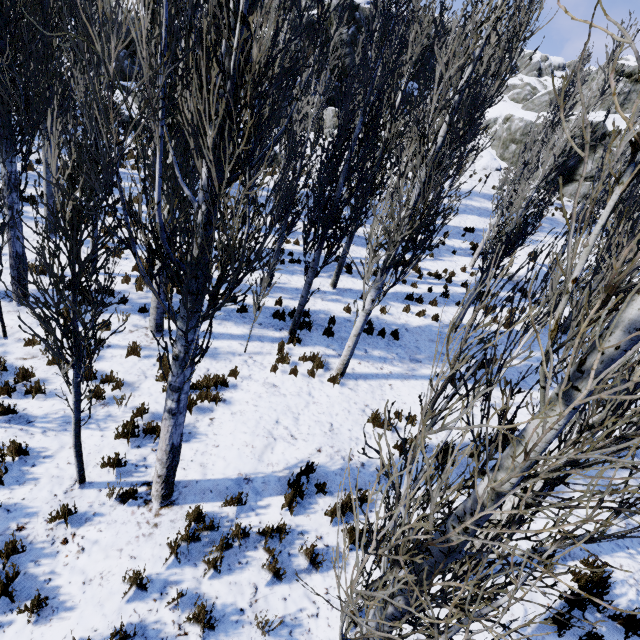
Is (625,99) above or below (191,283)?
above

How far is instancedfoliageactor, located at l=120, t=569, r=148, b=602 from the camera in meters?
3.7 m

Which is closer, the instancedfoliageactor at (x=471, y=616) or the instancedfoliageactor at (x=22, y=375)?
the instancedfoliageactor at (x=471, y=616)

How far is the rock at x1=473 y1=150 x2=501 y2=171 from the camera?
26.73m

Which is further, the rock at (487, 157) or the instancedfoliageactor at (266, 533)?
the rock at (487, 157)
